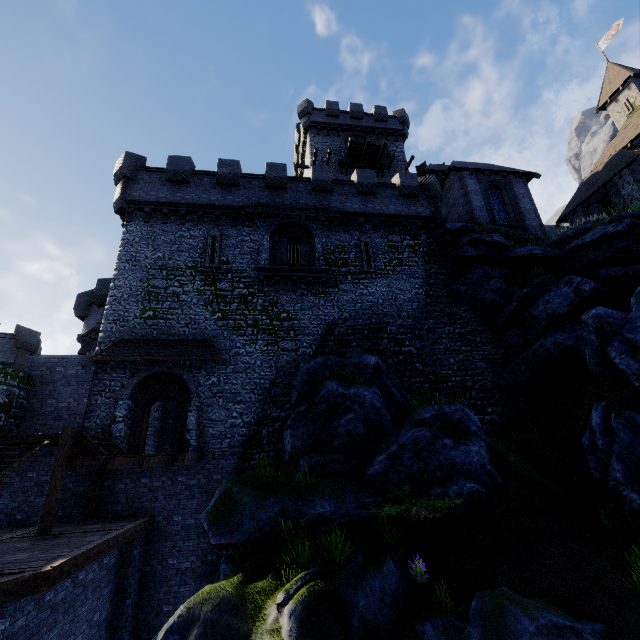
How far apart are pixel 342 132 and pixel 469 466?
32.4m

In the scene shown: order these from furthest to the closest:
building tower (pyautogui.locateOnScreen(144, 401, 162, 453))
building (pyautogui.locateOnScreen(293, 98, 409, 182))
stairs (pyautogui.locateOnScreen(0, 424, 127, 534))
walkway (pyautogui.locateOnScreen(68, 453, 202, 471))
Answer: building (pyautogui.locateOnScreen(293, 98, 409, 182))
building tower (pyautogui.locateOnScreen(144, 401, 162, 453))
walkway (pyautogui.locateOnScreen(68, 453, 202, 471))
stairs (pyautogui.locateOnScreen(0, 424, 127, 534))

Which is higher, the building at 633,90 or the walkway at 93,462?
the building at 633,90

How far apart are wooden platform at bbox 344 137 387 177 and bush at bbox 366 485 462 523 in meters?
27.3 m

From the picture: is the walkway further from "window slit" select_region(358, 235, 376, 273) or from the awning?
"window slit" select_region(358, 235, 376, 273)

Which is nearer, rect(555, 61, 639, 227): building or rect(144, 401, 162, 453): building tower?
rect(144, 401, 162, 453): building tower

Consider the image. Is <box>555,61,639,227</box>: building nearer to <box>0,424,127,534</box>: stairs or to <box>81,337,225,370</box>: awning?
<box>81,337,225,370</box>: awning

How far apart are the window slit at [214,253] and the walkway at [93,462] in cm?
962
